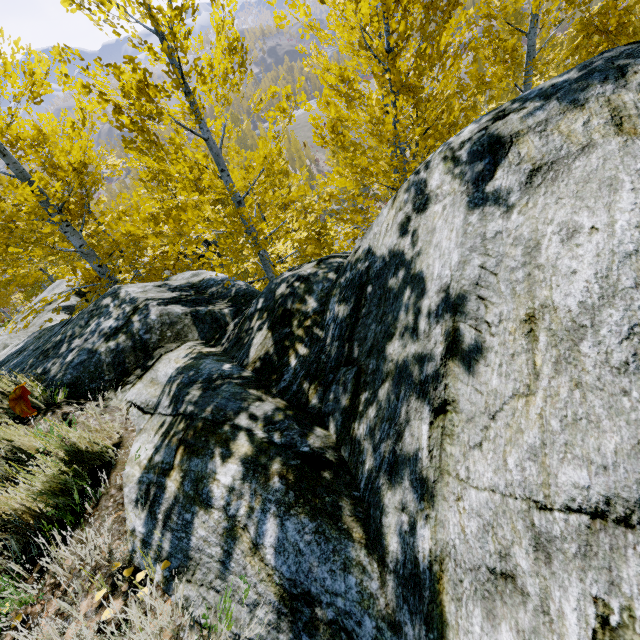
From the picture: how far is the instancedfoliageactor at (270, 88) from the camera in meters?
4.9 m

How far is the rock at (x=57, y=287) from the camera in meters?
11.2 m

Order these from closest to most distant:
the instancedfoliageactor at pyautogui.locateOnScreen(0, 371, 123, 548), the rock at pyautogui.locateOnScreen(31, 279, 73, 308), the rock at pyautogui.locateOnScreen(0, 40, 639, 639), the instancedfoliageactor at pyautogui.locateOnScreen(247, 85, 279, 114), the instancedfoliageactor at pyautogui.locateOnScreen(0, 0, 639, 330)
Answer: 1. the rock at pyautogui.locateOnScreen(0, 40, 639, 639)
2. the instancedfoliageactor at pyautogui.locateOnScreen(0, 371, 123, 548)
3. the instancedfoliageactor at pyautogui.locateOnScreen(0, 0, 639, 330)
4. the instancedfoliageactor at pyautogui.locateOnScreen(247, 85, 279, 114)
5. the rock at pyautogui.locateOnScreen(31, 279, 73, 308)

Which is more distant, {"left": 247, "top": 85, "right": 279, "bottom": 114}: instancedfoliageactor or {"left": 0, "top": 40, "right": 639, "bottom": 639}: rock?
{"left": 247, "top": 85, "right": 279, "bottom": 114}: instancedfoliageactor

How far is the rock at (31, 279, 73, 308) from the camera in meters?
11.2 m

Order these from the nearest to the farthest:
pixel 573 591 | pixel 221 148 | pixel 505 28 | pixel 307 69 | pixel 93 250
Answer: pixel 573 591 → pixel 307 69 → pixel 221 148 → pixel 93 250 → pixel 505 28

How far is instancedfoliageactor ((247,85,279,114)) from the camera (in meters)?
4.94
